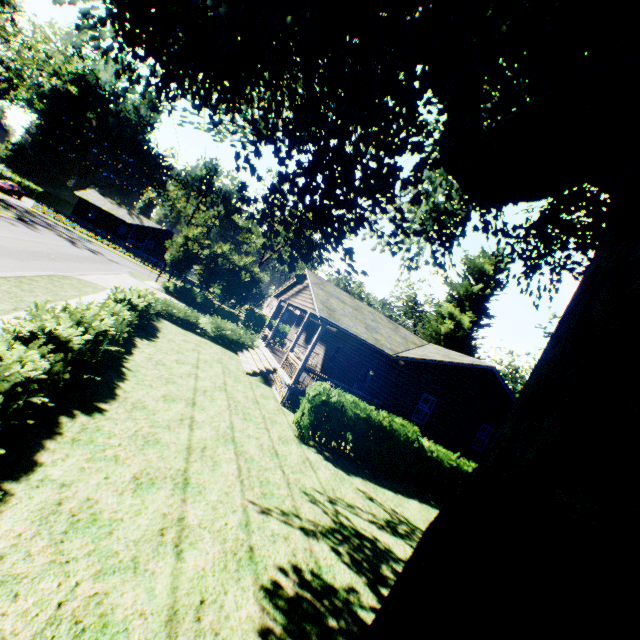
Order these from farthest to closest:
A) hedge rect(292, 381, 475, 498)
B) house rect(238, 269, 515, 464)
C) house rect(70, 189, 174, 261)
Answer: house rect(70, 189, 174, 261) → house rect(238, 269, 515, 464) → hedge rect(292, 381, 475, 498)

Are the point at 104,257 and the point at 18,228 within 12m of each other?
yes

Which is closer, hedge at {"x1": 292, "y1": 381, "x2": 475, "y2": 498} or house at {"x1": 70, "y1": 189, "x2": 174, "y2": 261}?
hedge at {"x1": 292, "y1": 381, "x2": 475, "y2": 498}

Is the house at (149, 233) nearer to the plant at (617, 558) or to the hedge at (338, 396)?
the plant at (617, 558)

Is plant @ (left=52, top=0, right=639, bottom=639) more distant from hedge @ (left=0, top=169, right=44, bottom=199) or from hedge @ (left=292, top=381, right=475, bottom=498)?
hedge @ (left=0, top=169, right=44, bottom=199)

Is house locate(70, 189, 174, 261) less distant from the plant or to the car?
the car

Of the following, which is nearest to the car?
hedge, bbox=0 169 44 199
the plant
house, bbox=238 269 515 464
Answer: hedge, bbox=0 169 44 199

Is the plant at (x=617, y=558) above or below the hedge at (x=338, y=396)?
above
